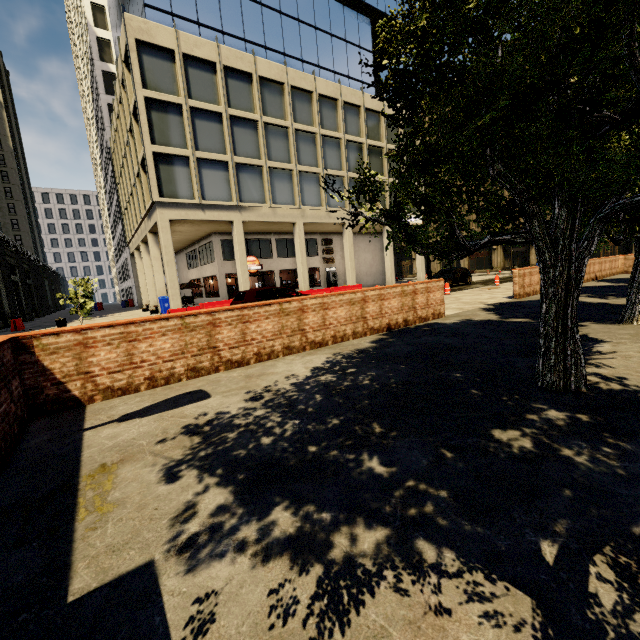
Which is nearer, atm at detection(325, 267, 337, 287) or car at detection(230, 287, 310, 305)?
car at detection(230, 287, 310, 305)

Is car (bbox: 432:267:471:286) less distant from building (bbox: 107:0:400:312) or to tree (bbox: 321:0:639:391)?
building (bbox: 107:0:400:312)

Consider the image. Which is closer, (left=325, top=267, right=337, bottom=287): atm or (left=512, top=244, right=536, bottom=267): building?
(left=325, top=267, right=337, bottom=287): atm

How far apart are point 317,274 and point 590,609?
40.3m

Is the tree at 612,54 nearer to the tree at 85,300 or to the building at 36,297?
the building at 36,297

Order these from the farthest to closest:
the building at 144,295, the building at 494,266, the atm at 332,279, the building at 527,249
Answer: the building at 494,266 < the building at 527,249 < the atm at 332,279 < the building at 144,295

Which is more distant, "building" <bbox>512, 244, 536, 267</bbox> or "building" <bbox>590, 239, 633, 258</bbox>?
"building" <bbox>512, 244, 536, 267</bbox>

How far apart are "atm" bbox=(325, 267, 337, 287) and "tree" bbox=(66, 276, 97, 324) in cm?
1936
